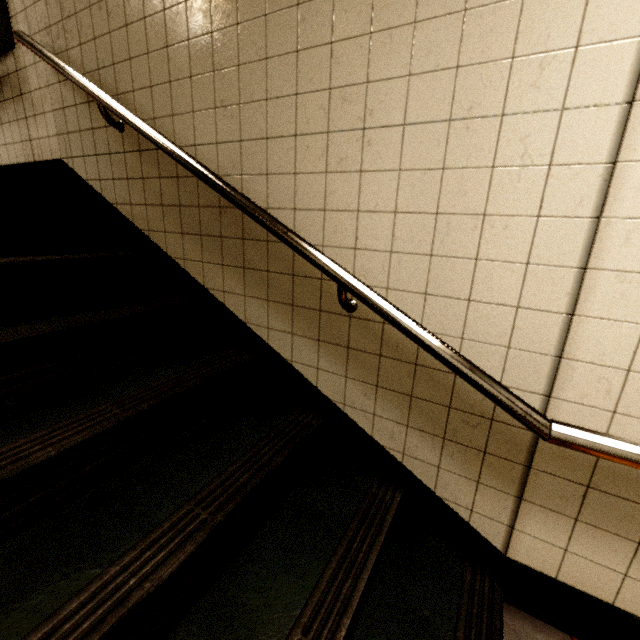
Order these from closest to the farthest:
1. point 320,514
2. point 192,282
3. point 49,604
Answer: point 49,604
point 320,514
point 192,282

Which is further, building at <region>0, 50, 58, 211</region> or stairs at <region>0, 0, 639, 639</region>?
building at <region>0, 50, 58, 211</region>

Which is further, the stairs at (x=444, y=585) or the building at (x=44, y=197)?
the building at (x=44, y=197)

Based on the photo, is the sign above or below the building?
above

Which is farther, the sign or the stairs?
the sign

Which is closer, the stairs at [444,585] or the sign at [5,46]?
the stairs at [444,585]

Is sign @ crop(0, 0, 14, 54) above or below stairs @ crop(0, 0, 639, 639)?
above
